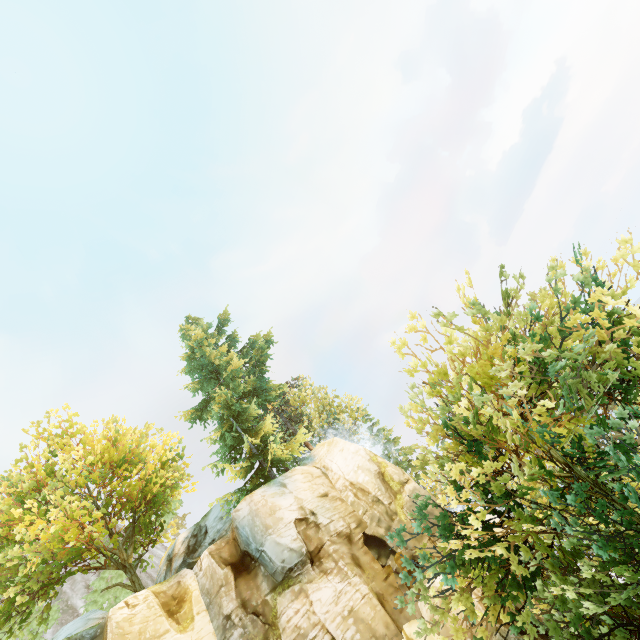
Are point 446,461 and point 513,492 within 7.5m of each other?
yes

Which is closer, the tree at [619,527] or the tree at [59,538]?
the tree at [619,527]

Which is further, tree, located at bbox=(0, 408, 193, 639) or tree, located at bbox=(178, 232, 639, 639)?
tree, located at bbox=(0, 408, 193, 639)
